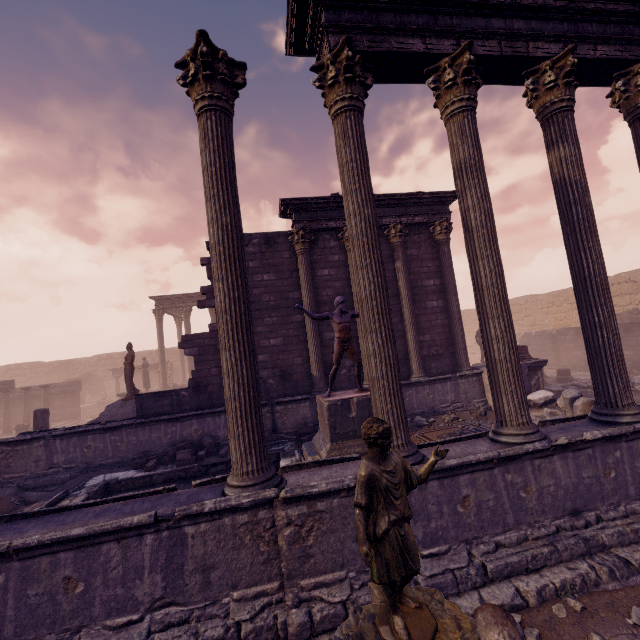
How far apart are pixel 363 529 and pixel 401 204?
11.25m

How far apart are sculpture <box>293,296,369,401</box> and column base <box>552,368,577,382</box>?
11.7 meters

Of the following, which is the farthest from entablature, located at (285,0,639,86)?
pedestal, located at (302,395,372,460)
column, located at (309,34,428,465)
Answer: pedestal, located at (302,395,372,460)

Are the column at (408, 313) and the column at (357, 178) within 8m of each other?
yes

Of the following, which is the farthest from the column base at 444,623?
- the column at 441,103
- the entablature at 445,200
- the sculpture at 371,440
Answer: the entablature at 445,200

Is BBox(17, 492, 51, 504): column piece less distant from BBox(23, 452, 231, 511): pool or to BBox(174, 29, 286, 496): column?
BBox(23, 452, 231, 511): pool

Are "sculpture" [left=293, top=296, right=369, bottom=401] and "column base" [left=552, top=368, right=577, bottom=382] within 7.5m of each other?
no

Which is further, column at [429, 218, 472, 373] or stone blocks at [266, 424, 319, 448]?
column at [429, 218, 472, 373]
